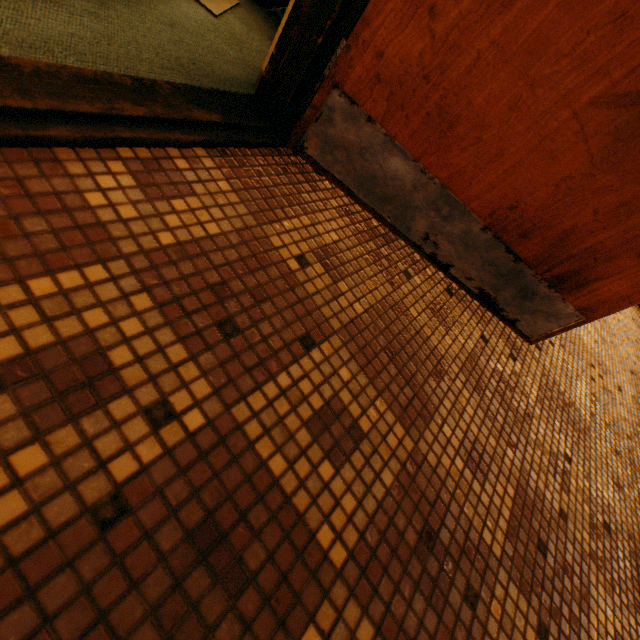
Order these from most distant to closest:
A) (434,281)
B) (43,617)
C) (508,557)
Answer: (434,281) → (508,557) → (43,617)
